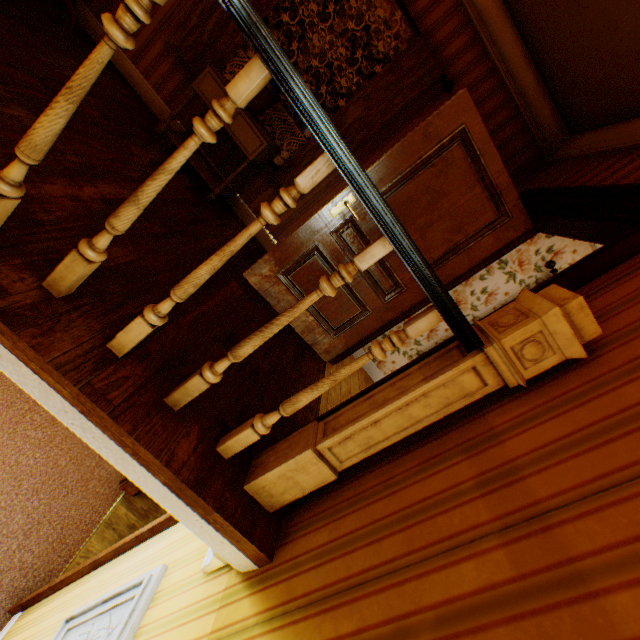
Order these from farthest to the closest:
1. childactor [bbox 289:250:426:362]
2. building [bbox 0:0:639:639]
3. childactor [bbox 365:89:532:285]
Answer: childactor [bbox 289:250:426:362], childactor [bbox 365:89:532:285], building [bbox 0:0:639:639]

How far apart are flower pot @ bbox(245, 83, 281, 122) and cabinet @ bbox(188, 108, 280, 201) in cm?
2

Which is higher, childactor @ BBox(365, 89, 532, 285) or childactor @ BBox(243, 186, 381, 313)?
childactor @ BBox(365, 89, 532, 285)

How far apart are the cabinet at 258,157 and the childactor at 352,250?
0.8 meters

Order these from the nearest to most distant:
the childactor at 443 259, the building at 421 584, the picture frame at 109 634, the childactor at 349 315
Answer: the building at 421 584, the picture frame at 109 634, the childactor at 443 259, the childactor at 349 315

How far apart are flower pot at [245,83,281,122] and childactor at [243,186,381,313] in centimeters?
114cm

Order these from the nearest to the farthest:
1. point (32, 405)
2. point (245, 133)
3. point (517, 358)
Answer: point (517, 358) < point (245, 133) < point (32, 405)

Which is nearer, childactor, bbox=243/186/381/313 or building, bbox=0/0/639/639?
building, bbox=0/0/639/639
